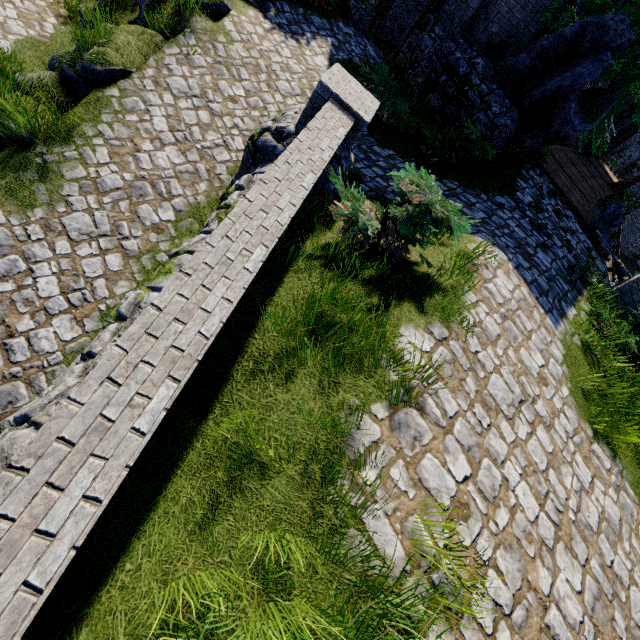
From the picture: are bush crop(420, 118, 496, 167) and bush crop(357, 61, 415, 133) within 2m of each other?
yes

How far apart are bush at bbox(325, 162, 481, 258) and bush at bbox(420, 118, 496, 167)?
4.1m

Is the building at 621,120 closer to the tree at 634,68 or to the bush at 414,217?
the tree at 634,68

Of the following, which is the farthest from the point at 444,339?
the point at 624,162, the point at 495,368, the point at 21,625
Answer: the point at 624,162

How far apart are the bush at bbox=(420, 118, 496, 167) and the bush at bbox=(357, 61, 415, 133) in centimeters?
63cm

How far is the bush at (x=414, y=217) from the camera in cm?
396

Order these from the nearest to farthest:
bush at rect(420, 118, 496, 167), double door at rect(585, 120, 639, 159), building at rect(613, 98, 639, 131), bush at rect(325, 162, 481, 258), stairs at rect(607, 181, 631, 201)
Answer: bush at rect(325, 162, 481, 258)
bush at rect(420, 118, 496, 167)
building at rect(613, 98, 639, 131)
double door at rect(585, 120, 639, 159)
stairs at rect(607, 181, 631, 201)

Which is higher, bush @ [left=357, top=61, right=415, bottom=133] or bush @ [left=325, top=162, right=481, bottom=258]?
bush @ [left=325, top=162, right=481, bottom=258]
